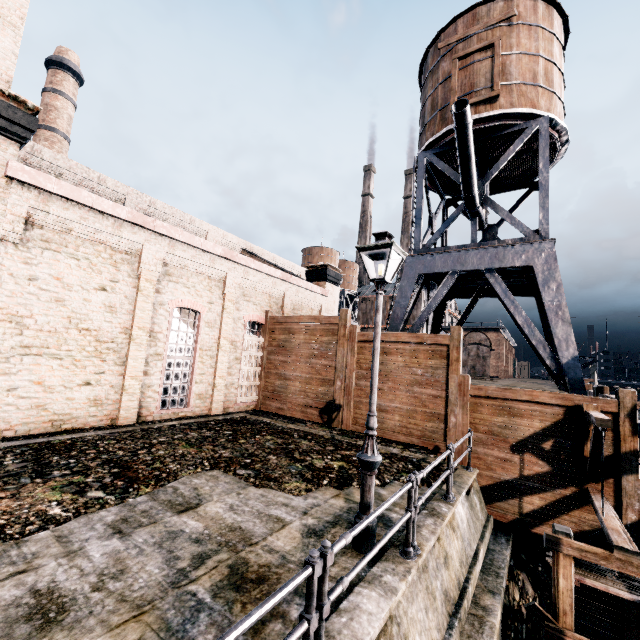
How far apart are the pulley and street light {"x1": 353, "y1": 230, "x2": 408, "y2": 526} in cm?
630

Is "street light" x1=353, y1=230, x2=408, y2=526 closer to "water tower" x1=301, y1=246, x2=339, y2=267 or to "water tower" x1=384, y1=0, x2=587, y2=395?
"water tower" x1=384, y1=0, x2=587, y2=395

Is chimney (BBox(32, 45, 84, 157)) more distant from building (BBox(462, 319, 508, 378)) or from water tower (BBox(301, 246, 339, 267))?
building (BBox(462, 319, 508, 378))

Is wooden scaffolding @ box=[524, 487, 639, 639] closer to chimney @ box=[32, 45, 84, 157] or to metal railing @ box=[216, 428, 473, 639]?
metal railing @ box=[216, 428, 473, 639]

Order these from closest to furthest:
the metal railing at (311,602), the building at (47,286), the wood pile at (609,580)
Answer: the metal railing at (311,602)
the wood pile at (609,580)
the building at (47,286)

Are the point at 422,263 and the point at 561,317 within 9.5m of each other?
yes

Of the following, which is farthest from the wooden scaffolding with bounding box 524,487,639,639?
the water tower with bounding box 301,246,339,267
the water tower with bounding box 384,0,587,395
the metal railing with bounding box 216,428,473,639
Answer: the water tower with bounding box 301,246,339,267

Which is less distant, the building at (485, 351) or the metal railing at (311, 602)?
the metal railing at (311, 602)
